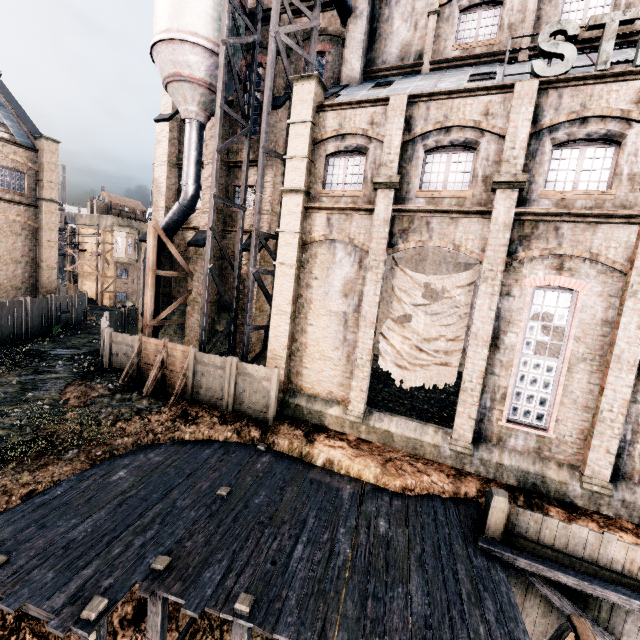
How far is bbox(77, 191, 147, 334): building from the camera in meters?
43.2

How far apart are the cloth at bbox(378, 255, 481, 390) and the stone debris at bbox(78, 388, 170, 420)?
10.70m

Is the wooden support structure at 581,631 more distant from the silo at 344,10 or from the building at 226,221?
the silo at 344,10

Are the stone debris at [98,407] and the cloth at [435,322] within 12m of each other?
yes

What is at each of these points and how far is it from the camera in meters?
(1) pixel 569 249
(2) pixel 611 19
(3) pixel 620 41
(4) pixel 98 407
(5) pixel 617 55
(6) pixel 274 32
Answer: (1) building, 11.6 m
(2) sign, 10.5 m
(3) building, 13.9 m
(4) stone debris, 14.8 m
(5) building, 13.0 m
(6) silo, 15.2 m

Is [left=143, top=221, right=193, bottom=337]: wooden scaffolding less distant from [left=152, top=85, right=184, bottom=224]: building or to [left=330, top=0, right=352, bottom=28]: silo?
[left=152, top=85, right=184, bottom=224]: building

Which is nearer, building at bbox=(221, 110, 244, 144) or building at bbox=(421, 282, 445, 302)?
building at bbox=(221, 110, 244, 144)

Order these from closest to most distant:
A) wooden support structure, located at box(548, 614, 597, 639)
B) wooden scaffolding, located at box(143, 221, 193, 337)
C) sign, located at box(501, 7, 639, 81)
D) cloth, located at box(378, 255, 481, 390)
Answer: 1. wooden support structure, located at box(548, 614, 597, 639)
2. sign, located at box(501, 7, 639, 81)
3. cloth, located at box(378, 255, 481, 390)
4. wooden scaffolding, located at box(143, 221, 193, 337)
